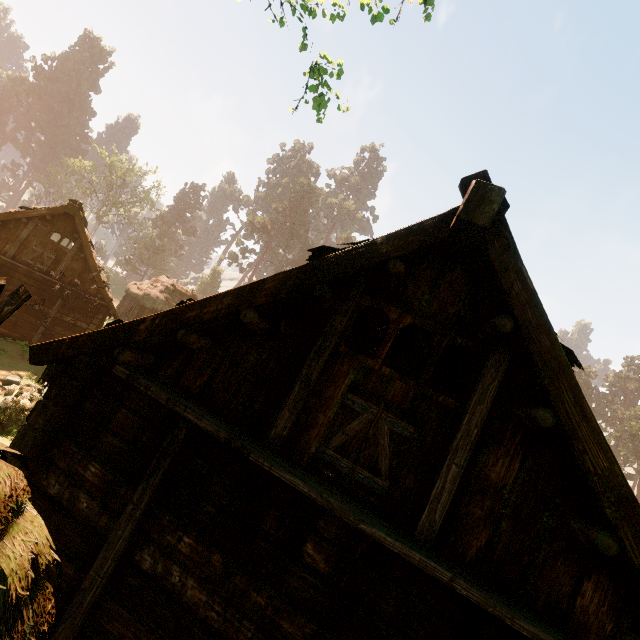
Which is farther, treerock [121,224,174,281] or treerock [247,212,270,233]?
treerock [247,212,270,233]

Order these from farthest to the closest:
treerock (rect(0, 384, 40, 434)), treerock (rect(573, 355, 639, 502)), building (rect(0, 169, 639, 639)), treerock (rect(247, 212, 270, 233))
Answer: treerock (rect(247, 212, 270, 233)), treerock (rect(573, 355, 639, 502)), treerock (rect(0, 384, 40, 434)), building (rect(0, 169, 639, 639))

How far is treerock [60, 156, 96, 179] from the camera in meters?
55.3

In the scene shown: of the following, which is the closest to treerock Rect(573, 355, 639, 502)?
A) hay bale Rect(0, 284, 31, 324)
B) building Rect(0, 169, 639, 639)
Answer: building Rect(0, 169, 639, 639)

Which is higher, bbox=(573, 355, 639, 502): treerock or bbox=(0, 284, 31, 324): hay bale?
bbox=(573, 355, 639, 502): treerock

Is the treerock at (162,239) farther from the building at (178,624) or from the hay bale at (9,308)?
the hay bale at (9,308)

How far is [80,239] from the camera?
17.9m
